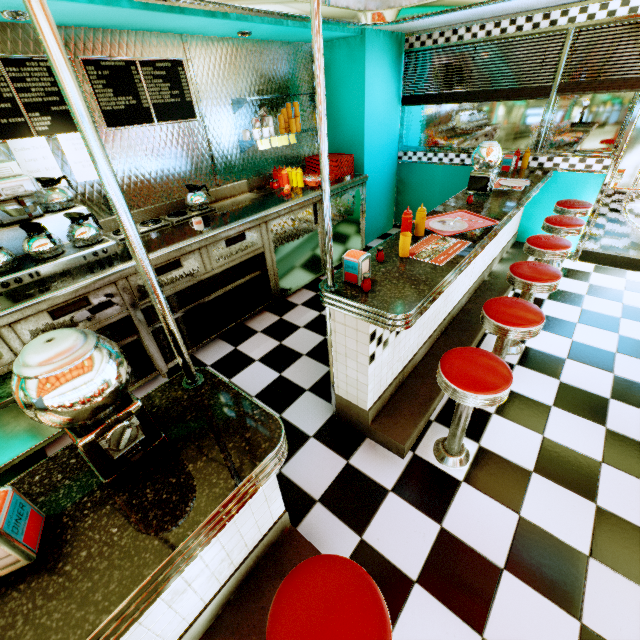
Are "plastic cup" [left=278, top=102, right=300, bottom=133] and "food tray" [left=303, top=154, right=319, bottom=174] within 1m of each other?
yes

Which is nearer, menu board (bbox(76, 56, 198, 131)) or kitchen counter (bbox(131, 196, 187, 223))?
menu board (bbox(76, 56, 198, 131))

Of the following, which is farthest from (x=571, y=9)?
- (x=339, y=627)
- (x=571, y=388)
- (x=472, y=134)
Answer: (x=339, y=627)

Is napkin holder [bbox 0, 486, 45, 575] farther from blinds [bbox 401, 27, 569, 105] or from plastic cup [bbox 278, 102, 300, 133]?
blinds [bbox 401, 27, 569, 105]

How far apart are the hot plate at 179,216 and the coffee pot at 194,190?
0.0 meters

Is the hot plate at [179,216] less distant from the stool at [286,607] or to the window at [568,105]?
the stool at [286,607]

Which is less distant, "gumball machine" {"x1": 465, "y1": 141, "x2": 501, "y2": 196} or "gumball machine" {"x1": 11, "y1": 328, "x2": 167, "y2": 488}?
"gumball machine" {"x1": 11, "y1": 328, "x2": 167, "y2": 488}

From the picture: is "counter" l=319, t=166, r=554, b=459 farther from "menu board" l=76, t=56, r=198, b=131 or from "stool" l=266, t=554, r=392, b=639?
"menu board" l=76, t=56, r=198, b=131
